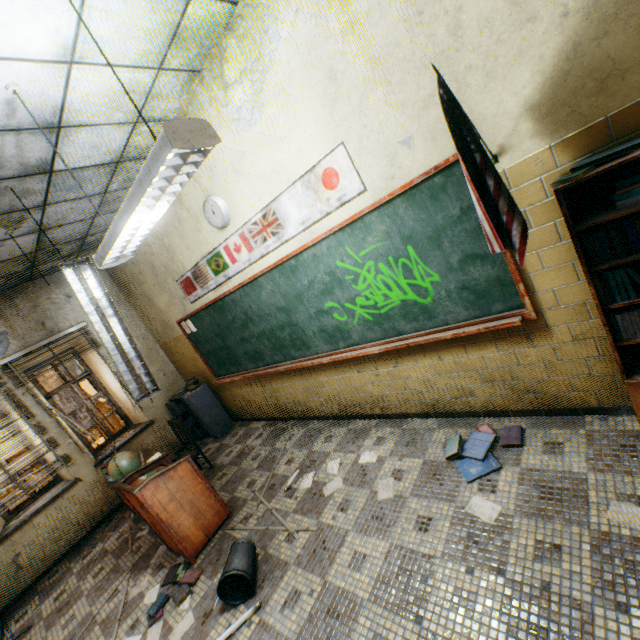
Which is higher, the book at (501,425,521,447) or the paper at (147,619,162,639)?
the book at (501,425,521,447)

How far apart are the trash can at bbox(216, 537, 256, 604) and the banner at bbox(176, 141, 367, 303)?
2.80m

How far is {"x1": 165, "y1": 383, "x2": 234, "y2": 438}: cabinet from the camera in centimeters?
582cm

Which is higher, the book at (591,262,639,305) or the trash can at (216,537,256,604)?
the book at (591,262,639,305)

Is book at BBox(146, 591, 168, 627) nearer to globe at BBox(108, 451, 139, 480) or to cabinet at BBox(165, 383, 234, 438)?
globe at BBox(108, 451, 139, 480)

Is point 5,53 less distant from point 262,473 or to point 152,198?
point 152,198

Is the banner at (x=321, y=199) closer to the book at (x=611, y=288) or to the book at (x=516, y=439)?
the book at (x=611, y=288)

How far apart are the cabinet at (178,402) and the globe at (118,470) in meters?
1.6
